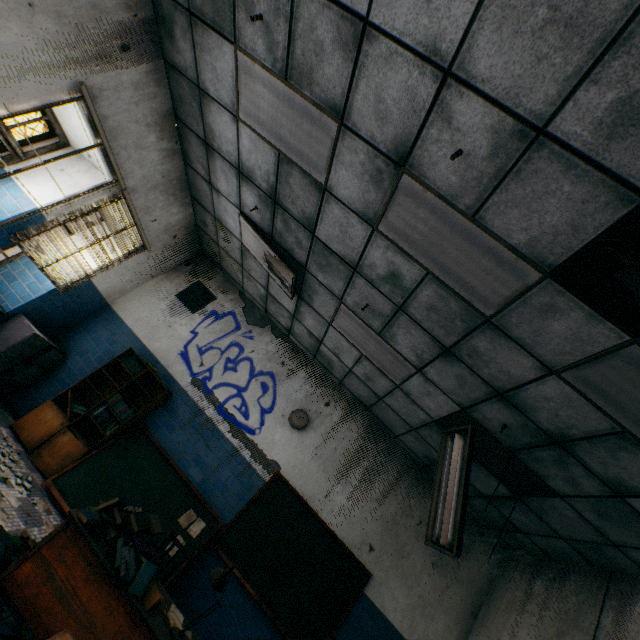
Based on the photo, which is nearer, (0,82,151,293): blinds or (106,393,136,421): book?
(0,82,151,293): blinds

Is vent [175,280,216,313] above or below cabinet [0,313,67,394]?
above

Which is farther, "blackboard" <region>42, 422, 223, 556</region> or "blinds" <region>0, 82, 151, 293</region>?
"blackboard" <region>42, 422, 223, 556</region>

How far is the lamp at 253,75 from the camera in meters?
2.8

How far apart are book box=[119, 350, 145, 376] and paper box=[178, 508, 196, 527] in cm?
216

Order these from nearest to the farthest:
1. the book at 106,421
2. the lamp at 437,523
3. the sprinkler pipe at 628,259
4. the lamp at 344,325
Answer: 1. the sprinkler pipe at 628,259
2. the lamp at 437,523
3. the lamp at 344,325
4. the book at 106,421

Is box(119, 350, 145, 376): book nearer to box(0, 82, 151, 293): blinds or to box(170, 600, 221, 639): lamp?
box(0, 82, 151, 293): blinds

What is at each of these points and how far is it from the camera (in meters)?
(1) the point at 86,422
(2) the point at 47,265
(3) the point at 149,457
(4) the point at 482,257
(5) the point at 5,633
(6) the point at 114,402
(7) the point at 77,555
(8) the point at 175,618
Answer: (1) bookcase, 4.86
(2) blinds, 4.44
(3) blackboard, 4.79
(4) lamp, 2.52
(5) book, 1.99
(6) book, 4.86
(7) desk, 2.38
(8) paper, 2.62
